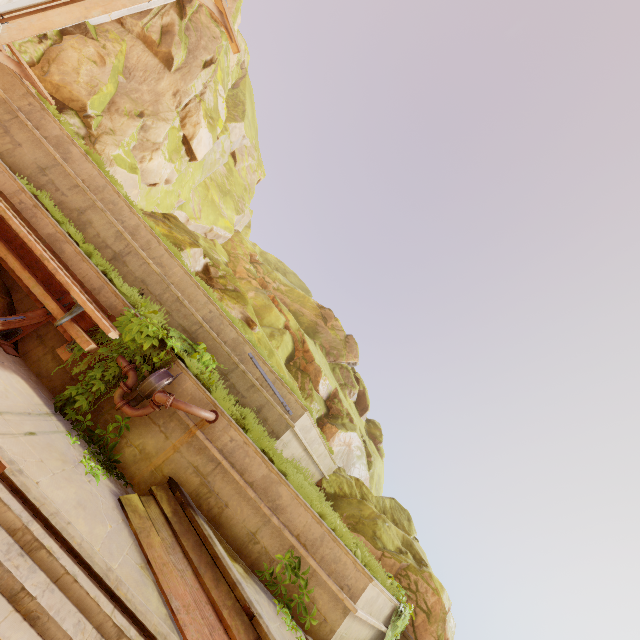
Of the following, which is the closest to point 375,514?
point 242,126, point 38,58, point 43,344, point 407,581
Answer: point 407,581

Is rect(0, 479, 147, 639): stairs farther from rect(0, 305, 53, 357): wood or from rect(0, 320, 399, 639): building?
rect(0, 305, 53, 357): wood

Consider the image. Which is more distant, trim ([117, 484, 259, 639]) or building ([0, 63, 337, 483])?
building ([0, 63, 337, 483])

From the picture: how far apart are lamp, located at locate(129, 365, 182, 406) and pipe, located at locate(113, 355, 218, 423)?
0.05m

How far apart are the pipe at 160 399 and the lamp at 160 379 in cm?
5

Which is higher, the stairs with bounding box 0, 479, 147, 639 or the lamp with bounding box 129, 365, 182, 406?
the lamp with bounding box 129, 365, 182, 406

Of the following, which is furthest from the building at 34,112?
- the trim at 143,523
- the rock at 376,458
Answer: the rock at 376,458

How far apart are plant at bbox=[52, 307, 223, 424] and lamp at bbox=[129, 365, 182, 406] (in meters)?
0.02
